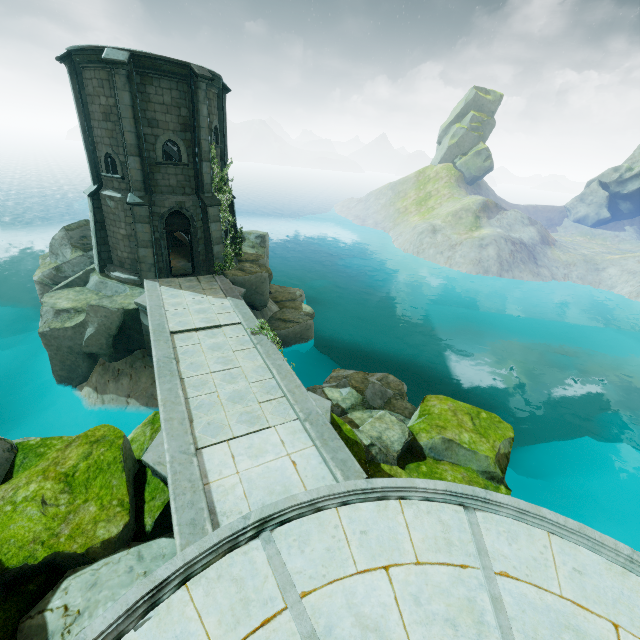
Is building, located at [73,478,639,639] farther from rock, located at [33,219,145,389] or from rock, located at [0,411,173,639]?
rock, located at [33,219,145,389]

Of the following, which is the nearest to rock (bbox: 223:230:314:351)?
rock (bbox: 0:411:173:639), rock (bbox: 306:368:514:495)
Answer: rock (bbox: 306:368:514:495)

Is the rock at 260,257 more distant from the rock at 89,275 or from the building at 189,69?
the rock at 89,275

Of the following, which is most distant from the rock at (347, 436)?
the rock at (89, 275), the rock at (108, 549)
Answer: the rock at (89, 275)

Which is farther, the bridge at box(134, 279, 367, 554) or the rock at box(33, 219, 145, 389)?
the rock at box(33, 219, 145, 389)

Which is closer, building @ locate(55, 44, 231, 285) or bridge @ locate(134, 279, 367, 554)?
bridge @ locate(134, 279, 367, 554)

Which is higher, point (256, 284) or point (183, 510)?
point (183, 510)

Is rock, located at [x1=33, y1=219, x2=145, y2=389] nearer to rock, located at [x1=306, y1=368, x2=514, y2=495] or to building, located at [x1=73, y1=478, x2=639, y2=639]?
rock, located at [x1=306, y1=368, x2=514, y2=495]
